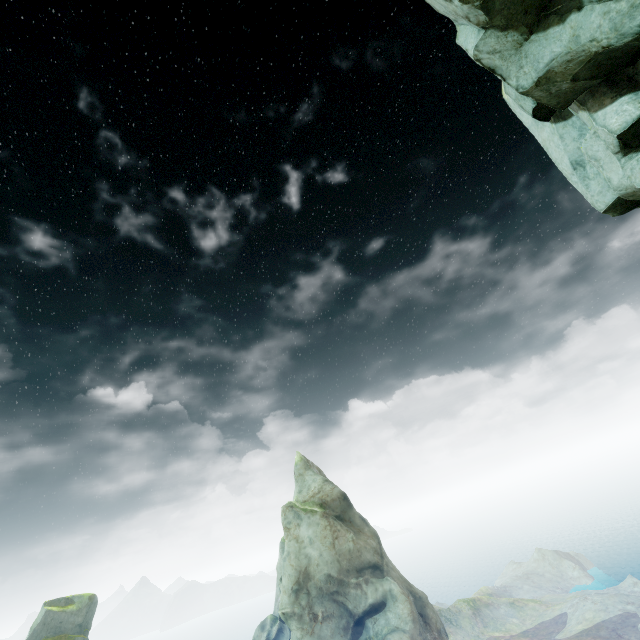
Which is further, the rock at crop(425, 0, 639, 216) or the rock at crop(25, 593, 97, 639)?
the rock at crop(25, 593, 97, 639)

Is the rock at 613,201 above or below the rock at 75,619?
above

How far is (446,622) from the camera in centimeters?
5475cm

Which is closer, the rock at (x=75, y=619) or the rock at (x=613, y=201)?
the rock at (x=613, y=201)

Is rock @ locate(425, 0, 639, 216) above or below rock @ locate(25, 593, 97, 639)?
above
